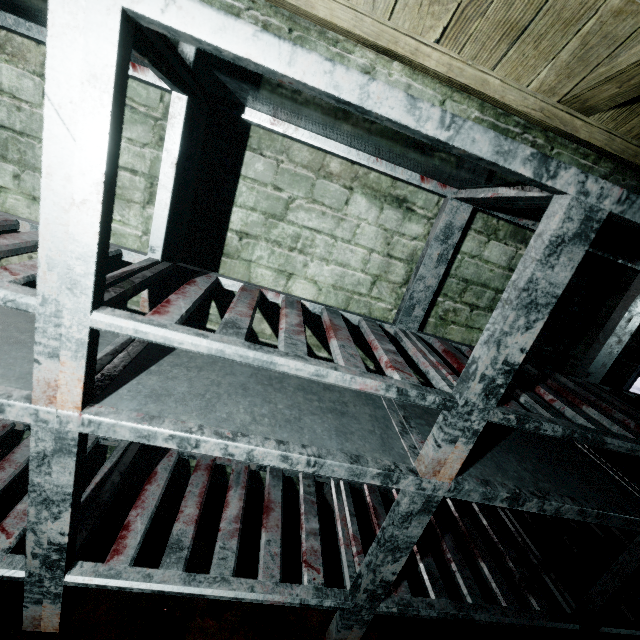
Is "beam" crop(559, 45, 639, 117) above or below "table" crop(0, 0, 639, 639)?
above

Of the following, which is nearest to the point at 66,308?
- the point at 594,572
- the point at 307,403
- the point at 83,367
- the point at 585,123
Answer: the point at 83,367

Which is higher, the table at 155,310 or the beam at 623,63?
the beam at 623,63
